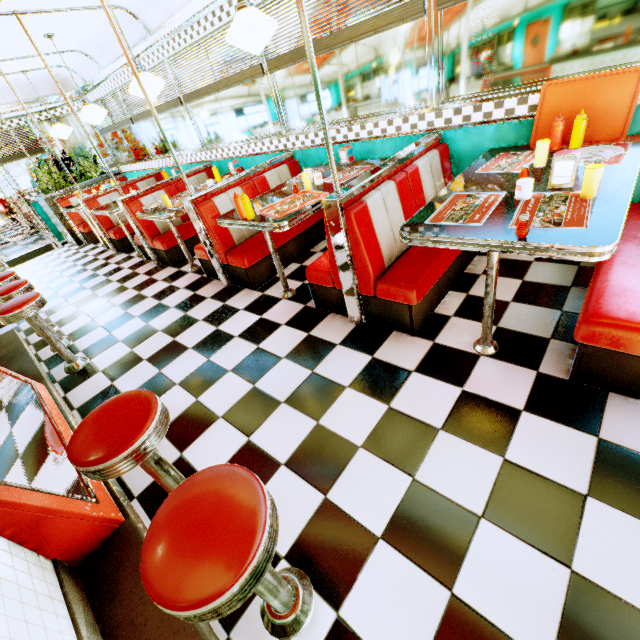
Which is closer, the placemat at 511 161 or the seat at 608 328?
the seat at 608 328

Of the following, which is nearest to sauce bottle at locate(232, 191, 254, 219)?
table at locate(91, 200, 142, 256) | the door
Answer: table at locate(91, 200, 142, 256)

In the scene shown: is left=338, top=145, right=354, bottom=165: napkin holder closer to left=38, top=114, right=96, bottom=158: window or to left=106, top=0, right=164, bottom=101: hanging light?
left=106, top=0, right=164, bottom=101: hanging light

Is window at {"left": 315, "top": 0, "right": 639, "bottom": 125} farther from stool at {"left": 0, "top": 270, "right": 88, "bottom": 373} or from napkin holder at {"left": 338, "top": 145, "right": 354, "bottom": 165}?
stool at {"left": 0, "top": 270, "right": 88, "bottom": 373}

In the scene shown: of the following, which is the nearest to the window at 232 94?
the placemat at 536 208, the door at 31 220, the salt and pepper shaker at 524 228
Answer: the placemat at 536 208

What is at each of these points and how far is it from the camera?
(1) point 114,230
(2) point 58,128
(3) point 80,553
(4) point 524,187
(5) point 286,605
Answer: (1) seat, 6.0m
(2) hanging light, 6.1m
(3) counter, 1.6m
(4) coffee cup, 1.8m
(5) stool, 1.3m

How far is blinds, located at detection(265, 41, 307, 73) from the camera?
3.3 meters

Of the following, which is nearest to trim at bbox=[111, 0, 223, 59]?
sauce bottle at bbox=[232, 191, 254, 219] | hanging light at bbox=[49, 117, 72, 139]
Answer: hanging light at bbox=[49, 117, 72, 139]
